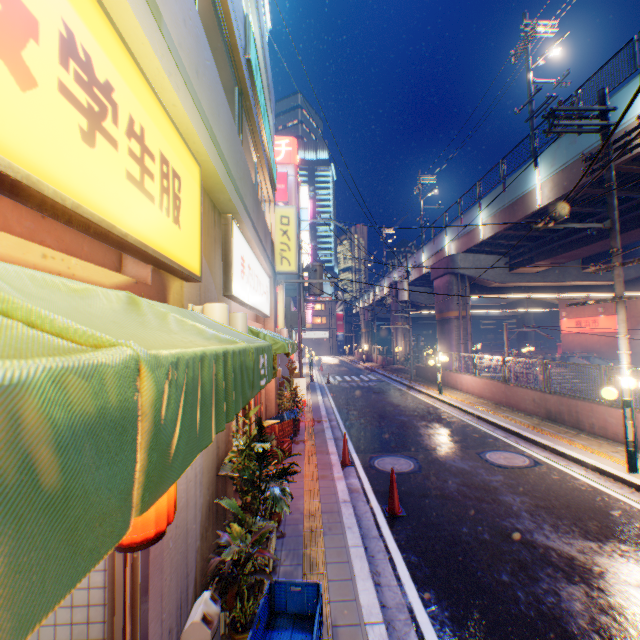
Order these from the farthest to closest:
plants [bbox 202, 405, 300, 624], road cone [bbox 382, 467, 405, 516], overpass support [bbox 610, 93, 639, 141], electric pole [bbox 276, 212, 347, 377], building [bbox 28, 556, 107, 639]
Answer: electric pole [bbox 276, 212, 347, 377] < overpass support [bbox 610, 93, 639, 141] < road cone [bbox 382, 467, 405, 516] < plants [bbox 202, 405, 300, 624] < building [bbox 28, 556, 107, 639]

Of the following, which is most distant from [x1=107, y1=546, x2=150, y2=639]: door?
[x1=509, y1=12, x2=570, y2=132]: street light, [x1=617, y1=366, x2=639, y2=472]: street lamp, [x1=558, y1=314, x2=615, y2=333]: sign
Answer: [x1=558, y1=314, x2=615, y2=333]: sign

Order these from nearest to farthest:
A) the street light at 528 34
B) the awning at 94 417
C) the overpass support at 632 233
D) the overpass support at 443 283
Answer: the awning at 94 417
the overpass support at 632 233
the street light at 528 34
the overpass support at 443 283

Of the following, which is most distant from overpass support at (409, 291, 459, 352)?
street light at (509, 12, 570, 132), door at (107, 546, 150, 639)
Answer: door at (107, 546, 150, 639)

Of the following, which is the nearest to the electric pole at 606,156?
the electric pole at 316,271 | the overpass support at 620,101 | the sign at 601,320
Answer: the overpass support at 620,101

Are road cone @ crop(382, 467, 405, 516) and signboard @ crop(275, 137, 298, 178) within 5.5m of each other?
no

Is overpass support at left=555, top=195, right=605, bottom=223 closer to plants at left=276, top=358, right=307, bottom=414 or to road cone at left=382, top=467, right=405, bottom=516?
road cone at left=382, top=467, right=405, bottom=516

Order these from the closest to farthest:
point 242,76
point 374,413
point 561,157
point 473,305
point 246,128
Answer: point 242,76 < point 246,128 < point 561,157 < point 374,413 < point 473,305
